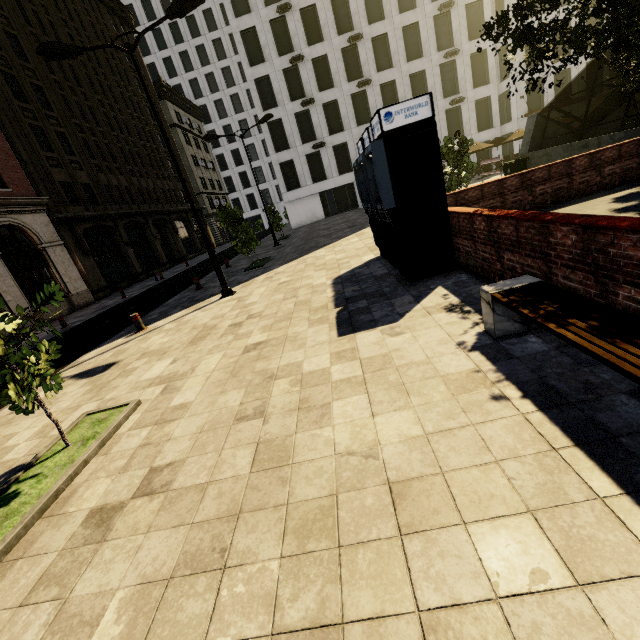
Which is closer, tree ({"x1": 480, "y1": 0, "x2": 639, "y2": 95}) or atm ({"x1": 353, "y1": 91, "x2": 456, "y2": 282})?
tree ({"x1": 480, "y1": 0, "x2": 639, "y2": 95})

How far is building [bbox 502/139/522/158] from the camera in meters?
33.7

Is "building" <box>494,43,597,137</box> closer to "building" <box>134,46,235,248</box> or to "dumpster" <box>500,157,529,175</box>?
"building" <box>134,46,235,248</box>

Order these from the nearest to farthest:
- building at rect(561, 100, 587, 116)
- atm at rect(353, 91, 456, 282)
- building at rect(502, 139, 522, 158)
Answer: atm at rect(353, 91, 456, 282)
building at rect(561, 100, 587, 116)
building at rect(502, 139, 522, 158)

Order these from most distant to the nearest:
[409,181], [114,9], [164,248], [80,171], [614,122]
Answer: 1. [164,248]
2. [114,9]
3. [80,171]
4. [614,122]
5. [409,181]

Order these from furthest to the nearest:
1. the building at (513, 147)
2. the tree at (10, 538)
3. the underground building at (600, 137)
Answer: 1. the building at (513, 147)
2. the underground building at (600, 137)
3. the tree at (10, 538)

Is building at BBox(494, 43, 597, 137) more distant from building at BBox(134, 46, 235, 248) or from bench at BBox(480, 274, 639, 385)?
bench at BBox(480, 274, 639, 385)

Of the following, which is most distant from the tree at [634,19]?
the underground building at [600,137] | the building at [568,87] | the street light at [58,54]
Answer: the building at [568,87]
